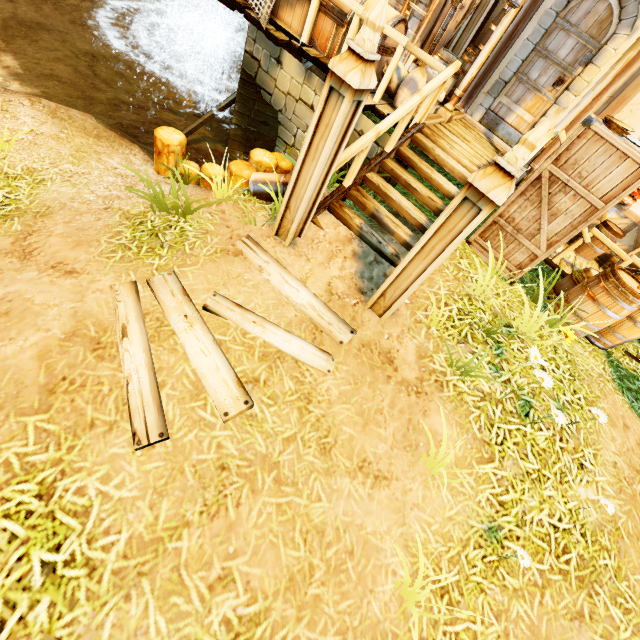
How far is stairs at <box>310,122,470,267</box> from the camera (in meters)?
4.61

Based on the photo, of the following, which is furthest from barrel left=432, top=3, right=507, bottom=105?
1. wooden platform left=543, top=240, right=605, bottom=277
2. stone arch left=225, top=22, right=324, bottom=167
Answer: wooden platform left=543, top=240, right=605, bottom=277

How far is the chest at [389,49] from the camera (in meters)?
4.88

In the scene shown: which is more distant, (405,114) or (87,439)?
(405,114)

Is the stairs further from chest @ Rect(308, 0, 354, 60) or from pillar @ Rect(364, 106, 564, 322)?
chest @ Rect(308, 0, 354, 60)

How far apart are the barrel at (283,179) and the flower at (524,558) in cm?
472

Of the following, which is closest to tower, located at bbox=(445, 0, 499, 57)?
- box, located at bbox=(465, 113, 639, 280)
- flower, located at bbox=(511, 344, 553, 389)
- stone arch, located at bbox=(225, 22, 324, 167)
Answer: stone arch, located at bbox=(225, 22, 324, 167)

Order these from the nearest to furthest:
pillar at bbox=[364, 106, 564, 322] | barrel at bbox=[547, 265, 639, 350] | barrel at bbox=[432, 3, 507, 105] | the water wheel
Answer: pillar at bbox=[364, 106, 564, 322] < barrel at bbox=[547, 265, 639, 350] < barrel at bbox=[432, 3, 507, 105] < the water wheel
